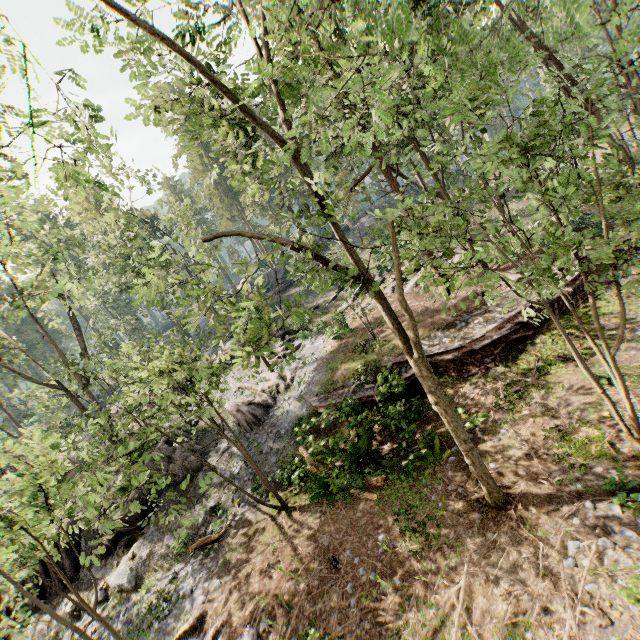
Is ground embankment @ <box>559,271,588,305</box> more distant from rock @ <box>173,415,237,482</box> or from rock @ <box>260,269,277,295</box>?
rock @ <box>260,269,277,295</box>

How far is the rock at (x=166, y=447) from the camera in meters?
18.8 m

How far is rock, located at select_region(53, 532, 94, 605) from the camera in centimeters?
1548cm

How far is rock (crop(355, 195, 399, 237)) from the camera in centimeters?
4822cm

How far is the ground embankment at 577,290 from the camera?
15.1 meters

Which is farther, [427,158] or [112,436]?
[427,158]
